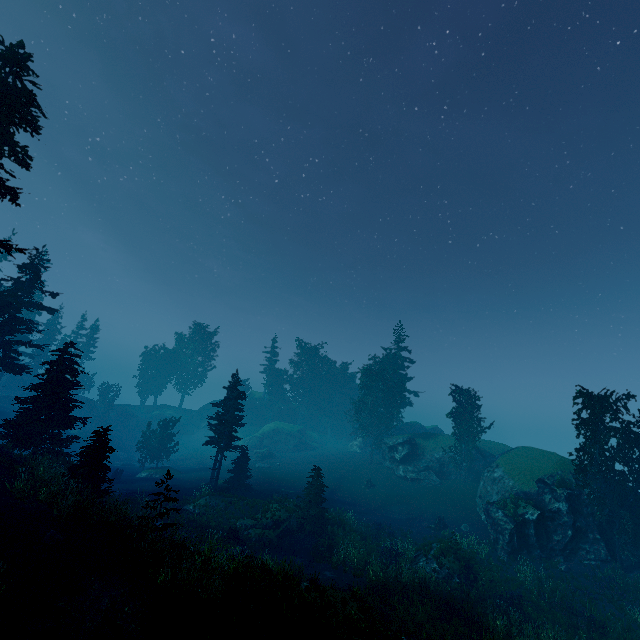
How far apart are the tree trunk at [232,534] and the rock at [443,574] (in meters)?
11.58

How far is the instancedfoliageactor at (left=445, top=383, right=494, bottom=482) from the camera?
39.62m

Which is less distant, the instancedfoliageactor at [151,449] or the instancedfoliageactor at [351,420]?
the instancedfoliageactor at [151,449]

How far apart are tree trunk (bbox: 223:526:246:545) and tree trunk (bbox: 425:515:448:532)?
16.19m

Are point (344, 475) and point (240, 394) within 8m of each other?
no

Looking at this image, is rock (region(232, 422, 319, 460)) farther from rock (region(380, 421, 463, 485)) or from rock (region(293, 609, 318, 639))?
rock (region(293, 609, 318, 639))

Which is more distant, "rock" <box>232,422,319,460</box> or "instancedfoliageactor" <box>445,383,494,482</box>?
"rock" <box>232,422,319,460</box>

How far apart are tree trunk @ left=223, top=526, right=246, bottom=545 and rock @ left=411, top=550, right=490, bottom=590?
11.58m
